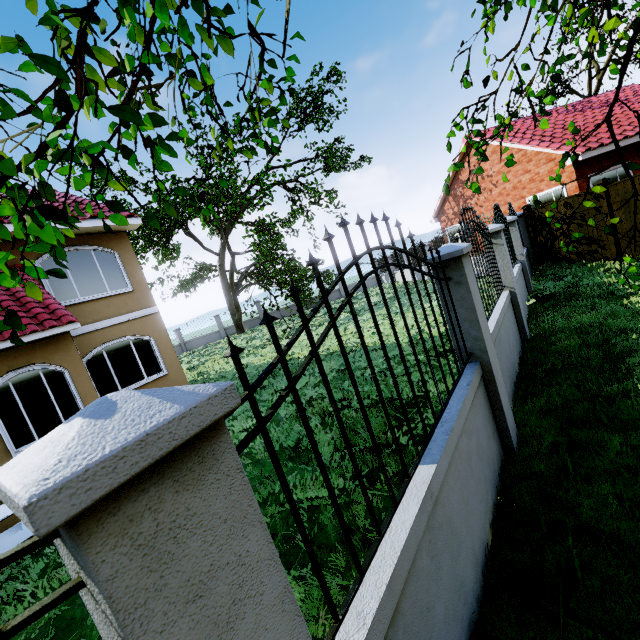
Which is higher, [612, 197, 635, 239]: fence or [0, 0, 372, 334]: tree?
[0, 0, 372, 334]: tree

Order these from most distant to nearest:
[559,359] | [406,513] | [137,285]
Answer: [137,285], [559,359], [406,513]

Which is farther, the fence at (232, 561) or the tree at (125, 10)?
the tree at (125, 10)

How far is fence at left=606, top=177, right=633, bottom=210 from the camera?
8.7 meters

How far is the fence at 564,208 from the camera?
9.74m

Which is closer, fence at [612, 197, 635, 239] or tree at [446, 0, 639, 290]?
tree at [446, 0, 639, 290]

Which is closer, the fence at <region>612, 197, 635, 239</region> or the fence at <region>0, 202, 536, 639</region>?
the fence at <region>0, 202, 536, 639</region>
